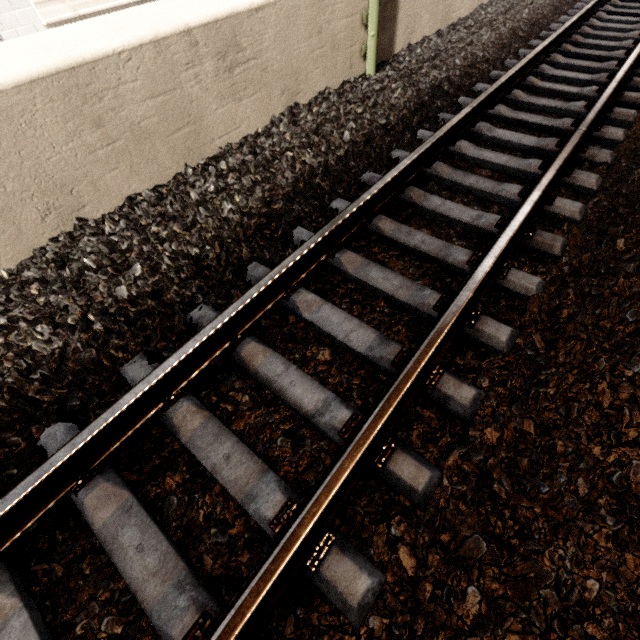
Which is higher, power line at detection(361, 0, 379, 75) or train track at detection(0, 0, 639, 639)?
power line at detection(361, 0, 379, 75)

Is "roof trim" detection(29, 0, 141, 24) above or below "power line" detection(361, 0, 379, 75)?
below

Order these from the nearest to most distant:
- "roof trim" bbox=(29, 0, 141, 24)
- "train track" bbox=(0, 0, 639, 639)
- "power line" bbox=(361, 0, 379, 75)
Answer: "train track" bbox=(0, 0, 639, 639)
"power line" bbox=(361, 0, 379, 75)
"roof trim" bbox=(29, 0, 141, 24)

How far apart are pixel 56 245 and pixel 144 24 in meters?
1.8 m

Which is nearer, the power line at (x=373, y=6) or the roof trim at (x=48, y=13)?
the power line at (x=373, y=6)

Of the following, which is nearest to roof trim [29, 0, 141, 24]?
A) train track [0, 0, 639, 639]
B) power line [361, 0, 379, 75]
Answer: power line [361, 0, 379, 75]

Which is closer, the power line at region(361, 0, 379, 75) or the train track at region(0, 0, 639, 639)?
the train track at region(0, 0, 639, 639)

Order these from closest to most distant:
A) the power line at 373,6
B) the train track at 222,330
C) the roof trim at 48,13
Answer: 1. the train track at 222,330
2. the power line at 373,6
3. the roof trim at 48,13
